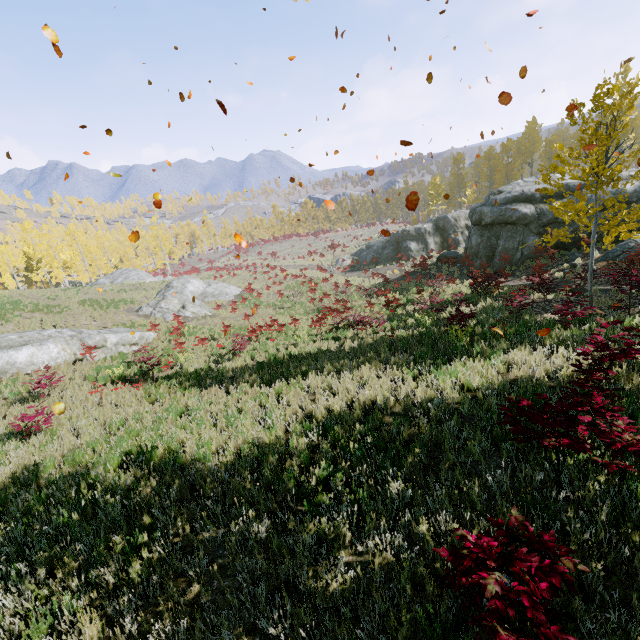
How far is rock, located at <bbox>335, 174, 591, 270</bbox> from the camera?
19.89m

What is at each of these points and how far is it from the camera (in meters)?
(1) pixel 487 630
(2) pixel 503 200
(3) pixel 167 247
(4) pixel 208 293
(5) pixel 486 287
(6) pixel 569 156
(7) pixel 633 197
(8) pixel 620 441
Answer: (1) instancedfoliageactor, 2.27
(2) rock, 21.69
(3) instancedfoliageactor, 56.78
(4) rock, 31.38
(5) instancedfoliageactor, 17.11
(6) instancedfoliageactor, 9.30
(7) rock, 17.66
(8) instancedfoliageactor, 3.61

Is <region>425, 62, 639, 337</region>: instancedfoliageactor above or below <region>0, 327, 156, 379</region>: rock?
above

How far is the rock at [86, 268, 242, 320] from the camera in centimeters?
2534cm

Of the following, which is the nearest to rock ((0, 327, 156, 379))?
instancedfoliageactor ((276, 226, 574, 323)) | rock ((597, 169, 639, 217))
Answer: instancedfoliageactor ((276, 226, 574, 323))

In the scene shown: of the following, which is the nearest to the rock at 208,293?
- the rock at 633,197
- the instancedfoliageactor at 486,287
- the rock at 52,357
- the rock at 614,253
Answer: the instancedfoliageactor at 486,287

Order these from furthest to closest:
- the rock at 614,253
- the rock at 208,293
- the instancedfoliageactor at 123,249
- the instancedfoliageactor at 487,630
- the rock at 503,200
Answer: the instancedfoliageactor at 123,249 → the rock at 208,293 → the rock at 503,200 → the rock at 614,253 → the instancedfoliageactor at 487,630

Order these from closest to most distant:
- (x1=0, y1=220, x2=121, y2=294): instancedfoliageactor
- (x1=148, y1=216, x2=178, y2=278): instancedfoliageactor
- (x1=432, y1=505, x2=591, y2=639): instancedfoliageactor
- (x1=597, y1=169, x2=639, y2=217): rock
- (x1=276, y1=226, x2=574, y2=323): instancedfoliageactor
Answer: (x1=432, y1=505, x2=591, y2=639): instancedfoliageactor, (x1=276, y1=226, x2=574, y2=323): instancedfoliageactor, (x1=597, y1=169, x2=639, y2=217): rock, (x1=0, y1=220, x2=121, y2=294): instancedfoliageactor, (x1=148, y1=216, x2=178, y2=278): instancedfoliageactor
